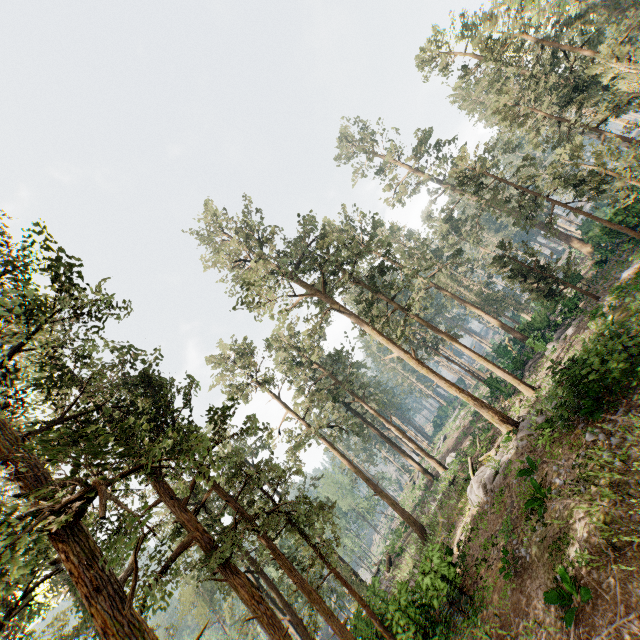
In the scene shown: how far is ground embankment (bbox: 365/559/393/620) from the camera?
22.28m

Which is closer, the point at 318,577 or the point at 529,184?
the point at 529,184

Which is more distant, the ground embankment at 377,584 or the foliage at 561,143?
the ground embankment at 377,584

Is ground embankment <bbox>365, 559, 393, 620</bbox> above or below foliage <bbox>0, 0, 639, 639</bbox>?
below

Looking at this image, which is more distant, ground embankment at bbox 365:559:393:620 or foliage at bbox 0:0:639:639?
ground embankment at bbox 365:559:393:620

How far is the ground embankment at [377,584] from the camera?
22.3m
